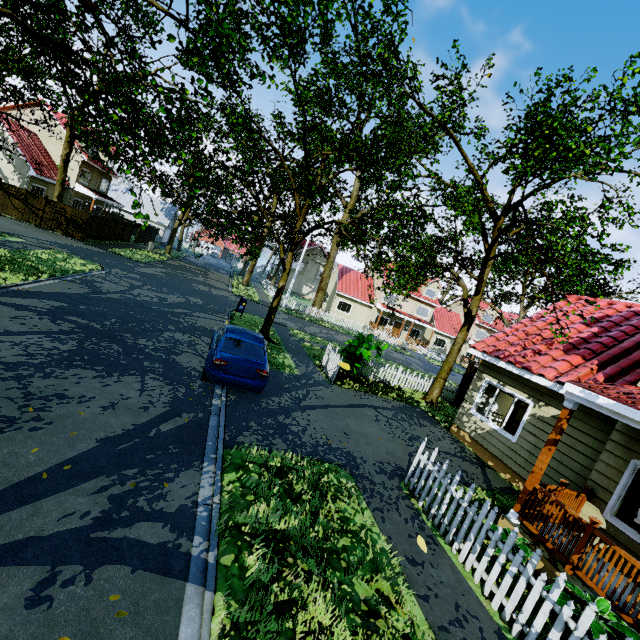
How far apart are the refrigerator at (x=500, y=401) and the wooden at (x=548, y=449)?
5.22m

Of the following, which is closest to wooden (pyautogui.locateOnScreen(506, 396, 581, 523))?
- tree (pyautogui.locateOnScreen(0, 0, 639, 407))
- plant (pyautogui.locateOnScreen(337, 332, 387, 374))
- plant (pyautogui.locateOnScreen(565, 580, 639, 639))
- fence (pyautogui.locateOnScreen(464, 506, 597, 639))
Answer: plant (pyautogui.locateOnScreen(565, 580, 639, 639))

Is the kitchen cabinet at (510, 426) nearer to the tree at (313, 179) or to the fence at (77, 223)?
the fence at (77, 223)

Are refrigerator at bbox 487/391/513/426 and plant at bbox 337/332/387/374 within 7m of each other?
yes

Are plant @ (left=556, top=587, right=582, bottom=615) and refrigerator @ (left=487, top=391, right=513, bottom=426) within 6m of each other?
no

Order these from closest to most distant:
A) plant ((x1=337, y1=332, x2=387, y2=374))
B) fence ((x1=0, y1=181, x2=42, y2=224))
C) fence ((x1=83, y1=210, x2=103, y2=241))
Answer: plant ((x1=337, y1=332, x2=387, y2=374)) < fence ((x1=0, y1=181, x2=42, y2=224)) < fence ((x1=83, y1=210, x2=103, y2=241))

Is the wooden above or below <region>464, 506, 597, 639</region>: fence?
above

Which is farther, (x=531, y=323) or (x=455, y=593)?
(x=531, y=323)
